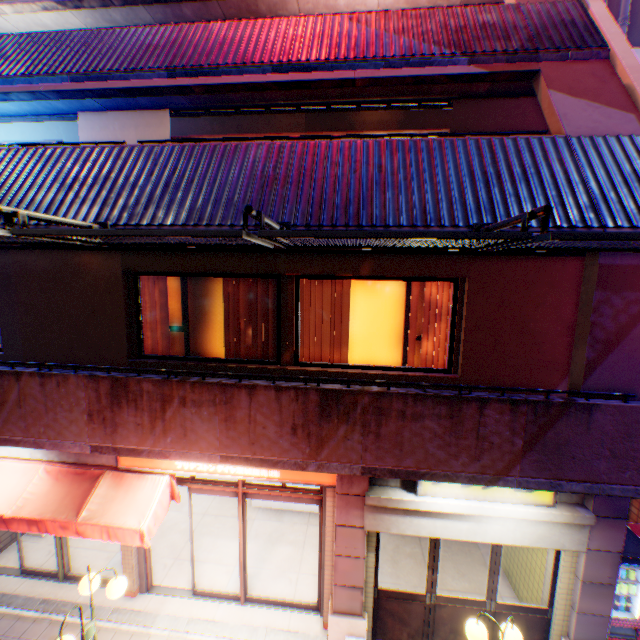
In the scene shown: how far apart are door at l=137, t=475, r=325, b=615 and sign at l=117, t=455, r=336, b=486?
0.40m

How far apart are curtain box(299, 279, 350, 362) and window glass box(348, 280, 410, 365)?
0.2 meters

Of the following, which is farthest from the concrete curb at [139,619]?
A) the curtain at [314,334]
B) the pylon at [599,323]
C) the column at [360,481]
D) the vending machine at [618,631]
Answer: the pylon at [599,323]

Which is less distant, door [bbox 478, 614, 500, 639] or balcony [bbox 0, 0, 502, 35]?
door [bbox 478, 614, 500, 639]

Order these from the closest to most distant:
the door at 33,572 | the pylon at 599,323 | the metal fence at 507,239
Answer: the metal fence at 507,239
the pylon at 599,323
the door at 33,572

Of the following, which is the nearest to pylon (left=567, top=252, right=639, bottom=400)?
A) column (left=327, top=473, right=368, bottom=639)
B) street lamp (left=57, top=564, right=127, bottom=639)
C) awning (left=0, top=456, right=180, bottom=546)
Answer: column (left=327, top=473, right=368, bottom=639)

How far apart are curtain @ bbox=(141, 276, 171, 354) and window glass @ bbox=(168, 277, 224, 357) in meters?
0.2

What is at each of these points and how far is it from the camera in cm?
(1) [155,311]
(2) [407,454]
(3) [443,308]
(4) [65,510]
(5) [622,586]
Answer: (1) curtain, 615
(2) balcony, 425
(3) curtain, 558
(4) awning, 555
(5) metal can, 586
